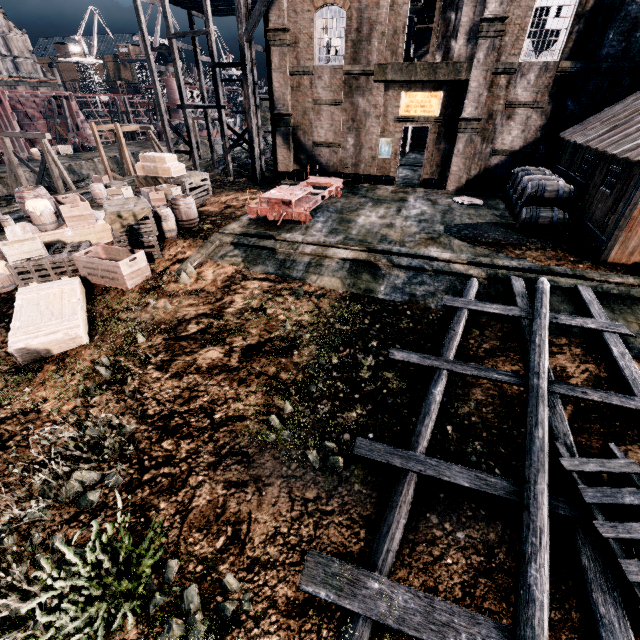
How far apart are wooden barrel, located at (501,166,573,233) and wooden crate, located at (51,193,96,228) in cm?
1925

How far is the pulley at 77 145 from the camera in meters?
44.4 m

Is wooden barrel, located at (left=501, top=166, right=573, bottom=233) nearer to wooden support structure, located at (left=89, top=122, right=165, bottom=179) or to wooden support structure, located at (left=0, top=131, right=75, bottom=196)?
wooden support structure, located at (left=0, top=131, right=75, bottom=196)

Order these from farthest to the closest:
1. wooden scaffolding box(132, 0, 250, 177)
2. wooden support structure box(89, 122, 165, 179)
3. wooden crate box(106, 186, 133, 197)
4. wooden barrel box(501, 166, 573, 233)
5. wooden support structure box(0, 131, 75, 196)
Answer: wooden support structure box(89, 122, 165, 179) → wooden support structure box(0, 131, 75, 196) → wooden scaffolding box(132, 0, 250, 177) → wooden crate box(106, 186, 133, 197) → wooden barrel box(501, 166, 573, 233)

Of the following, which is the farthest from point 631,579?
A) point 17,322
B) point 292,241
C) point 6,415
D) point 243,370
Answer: point 17,322

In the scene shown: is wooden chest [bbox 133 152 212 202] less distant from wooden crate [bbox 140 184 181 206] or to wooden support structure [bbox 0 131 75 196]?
wooden crate [bbox 140 184 181 206]

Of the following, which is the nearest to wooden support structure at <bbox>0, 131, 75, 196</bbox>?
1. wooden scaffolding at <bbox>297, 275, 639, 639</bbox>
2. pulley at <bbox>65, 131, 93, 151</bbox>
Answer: pulley at <bbox>65, 131, 93, 151</bbox>

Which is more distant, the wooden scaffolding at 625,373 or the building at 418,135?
the building at 418,135
